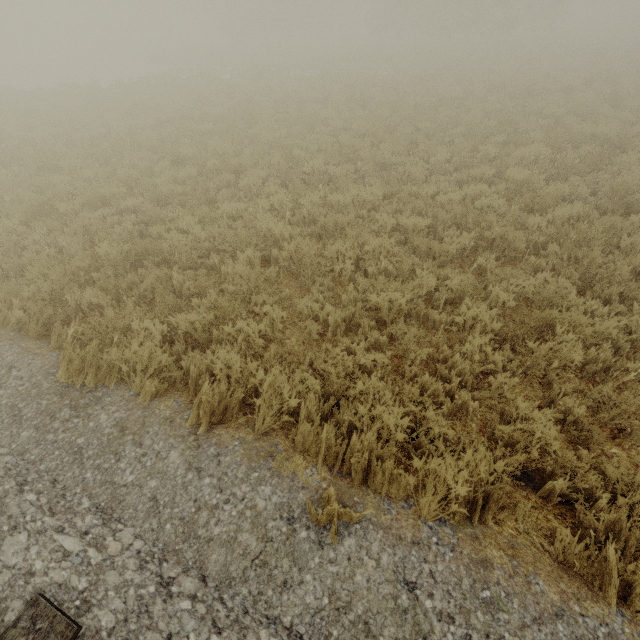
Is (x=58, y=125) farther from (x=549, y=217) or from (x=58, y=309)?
(x=549, y=217)
